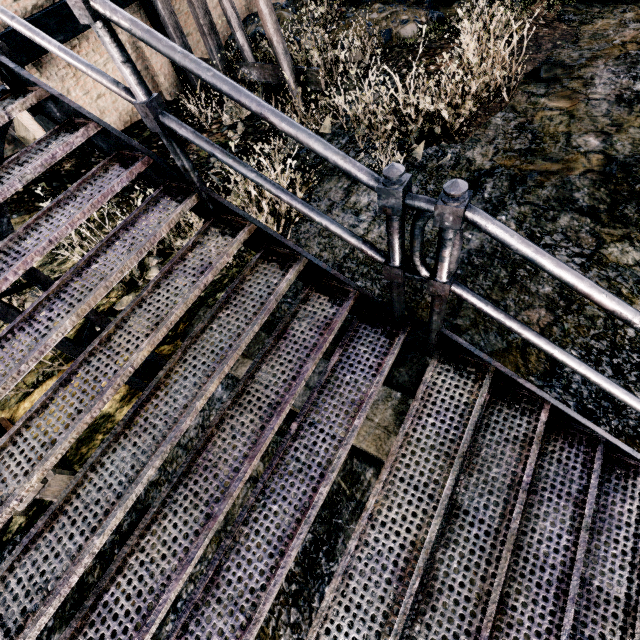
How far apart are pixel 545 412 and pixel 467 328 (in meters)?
2.37

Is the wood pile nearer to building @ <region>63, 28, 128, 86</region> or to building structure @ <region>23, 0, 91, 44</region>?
building structure @ <region>23, 0, 91, 44</region>

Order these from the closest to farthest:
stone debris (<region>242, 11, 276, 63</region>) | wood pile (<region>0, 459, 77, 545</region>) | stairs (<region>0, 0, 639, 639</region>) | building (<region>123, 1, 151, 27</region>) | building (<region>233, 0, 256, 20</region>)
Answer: stairs (<region>0, 0, 639, 639</region>) → wood pile (<region>0, 459, 77, 545</region>) → building (<region>123, 1, 151, 27</region>) → stone debris (<region>242, 11, 276, 63</region>) → building (<region>233, 0, 256, 20</region>)

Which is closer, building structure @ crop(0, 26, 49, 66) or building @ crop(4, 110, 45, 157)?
building structure @ crop(0, 26, 49, 66)

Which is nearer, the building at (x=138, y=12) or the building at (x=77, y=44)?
the building at (x=77, y=44)

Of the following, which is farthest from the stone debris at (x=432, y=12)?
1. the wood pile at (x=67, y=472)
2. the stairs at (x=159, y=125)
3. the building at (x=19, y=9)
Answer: the wood pile at (x=67, y=472)

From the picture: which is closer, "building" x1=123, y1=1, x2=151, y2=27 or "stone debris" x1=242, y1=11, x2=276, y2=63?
"building" x1=123, y1=1, x2=151, y2=27

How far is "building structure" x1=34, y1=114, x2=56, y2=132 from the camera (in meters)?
9.61
